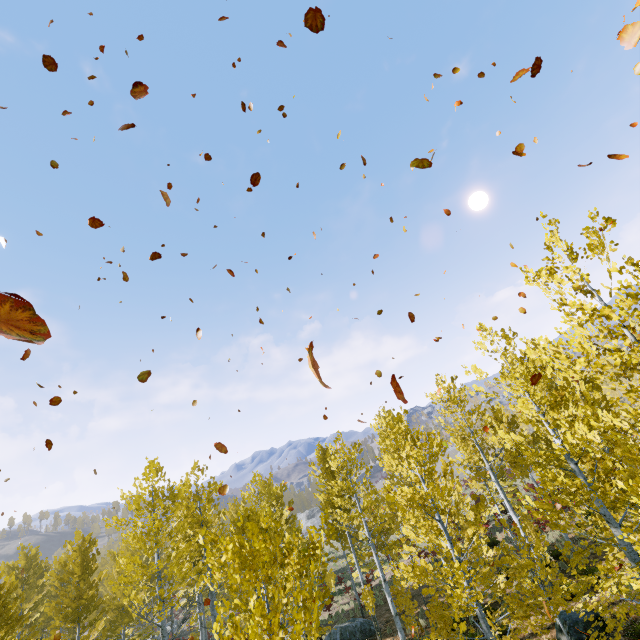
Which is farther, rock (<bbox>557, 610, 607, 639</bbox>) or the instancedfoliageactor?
rock (<bbox>557, 610, 607, 639</bbox>)

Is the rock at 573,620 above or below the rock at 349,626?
above

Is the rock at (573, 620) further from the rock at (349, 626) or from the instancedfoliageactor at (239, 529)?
the rock at (349, 626)

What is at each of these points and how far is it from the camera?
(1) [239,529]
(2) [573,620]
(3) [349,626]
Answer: (1) instancedfoliageactor, 11.28m
(2) rock, 10.70m
(3) rock, 17.20m

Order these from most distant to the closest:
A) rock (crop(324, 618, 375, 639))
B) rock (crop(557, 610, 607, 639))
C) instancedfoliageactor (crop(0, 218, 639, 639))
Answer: rock (crop(324, 618, 375, 639))
rock (crop(557, 610, 607, 639))
instancedfoliageactor (crop(0, 218, 639, 639))

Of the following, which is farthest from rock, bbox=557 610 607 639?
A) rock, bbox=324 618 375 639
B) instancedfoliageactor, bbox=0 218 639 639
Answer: rock, bbox=324 618 375 639

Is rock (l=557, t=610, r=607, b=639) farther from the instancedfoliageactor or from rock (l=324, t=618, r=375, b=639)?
rock (l=324, t=618, r=375, b=639)
